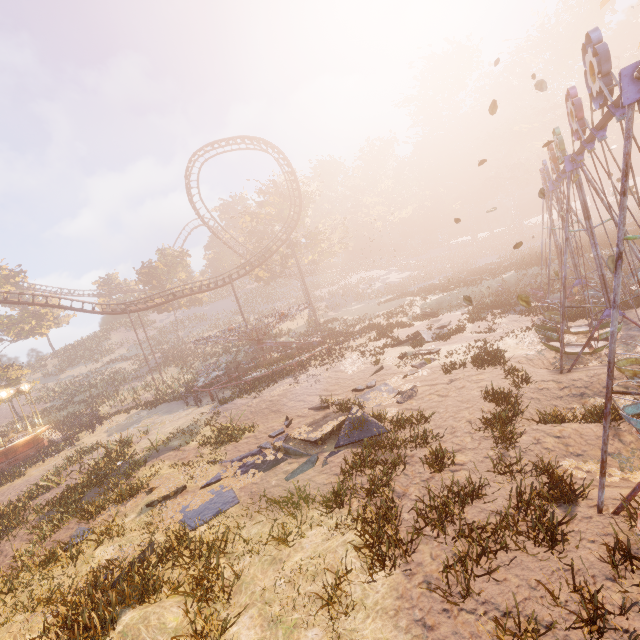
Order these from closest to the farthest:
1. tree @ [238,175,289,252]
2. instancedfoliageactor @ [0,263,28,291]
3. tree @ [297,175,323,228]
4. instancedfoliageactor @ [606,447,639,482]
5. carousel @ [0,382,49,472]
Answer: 1. instancedfoliageactor @ [606,447,639,482]
2. carousel @ [0,382,49,472]
3. tree @ [238,175,289,252]
4. tree @ [297,175,323,228]
5. instancedfoliageactor @ [0,263,28,291]

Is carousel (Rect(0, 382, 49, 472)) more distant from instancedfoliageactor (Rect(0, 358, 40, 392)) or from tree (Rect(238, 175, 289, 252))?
tree (Rect(238, 175, 289, 252))

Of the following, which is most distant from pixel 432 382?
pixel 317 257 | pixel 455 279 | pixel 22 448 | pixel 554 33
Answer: pixel 554 33

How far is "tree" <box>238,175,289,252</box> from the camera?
42.6 meters

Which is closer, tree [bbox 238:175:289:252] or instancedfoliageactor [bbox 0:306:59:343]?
tree [bbox 238:175:289:252]

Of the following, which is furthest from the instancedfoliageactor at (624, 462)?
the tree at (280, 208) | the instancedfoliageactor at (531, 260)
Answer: the tree at (280, 208)

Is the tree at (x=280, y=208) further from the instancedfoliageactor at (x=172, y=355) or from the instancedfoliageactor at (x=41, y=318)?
the instancedfoliageactor at (x=172, y=355)

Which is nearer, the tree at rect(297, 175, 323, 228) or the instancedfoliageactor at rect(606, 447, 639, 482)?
the instancedfoliageactor at rect(606, 447, 639, 482)
